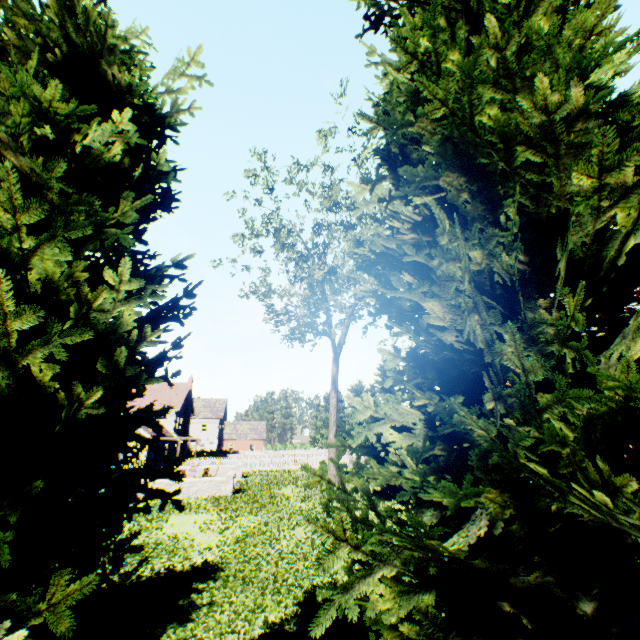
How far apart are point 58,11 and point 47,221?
2.0m
